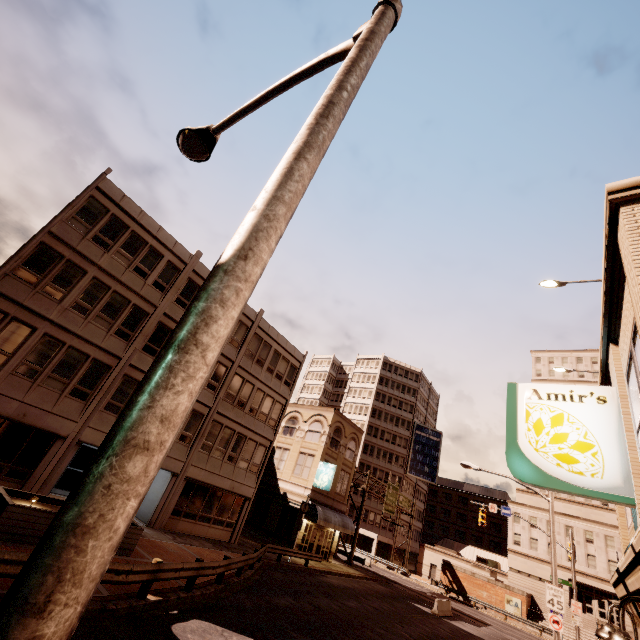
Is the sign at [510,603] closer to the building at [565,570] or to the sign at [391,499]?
the building at [565,570]

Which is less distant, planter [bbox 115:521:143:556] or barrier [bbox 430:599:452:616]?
planter [bbox 115:521:143:556]

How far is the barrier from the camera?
26.0 meters

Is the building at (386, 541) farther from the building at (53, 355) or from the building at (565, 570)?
the building at (53, 355)

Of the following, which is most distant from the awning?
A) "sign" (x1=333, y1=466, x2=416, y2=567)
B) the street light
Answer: the street light

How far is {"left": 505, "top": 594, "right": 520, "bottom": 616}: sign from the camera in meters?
40.4

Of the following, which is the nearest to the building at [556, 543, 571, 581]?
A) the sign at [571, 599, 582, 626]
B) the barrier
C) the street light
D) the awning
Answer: the sign at [571, 599, 582, 626]

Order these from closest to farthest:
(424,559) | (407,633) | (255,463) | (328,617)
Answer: (328,617) → (407,633) → (255,463) → (424,559)
